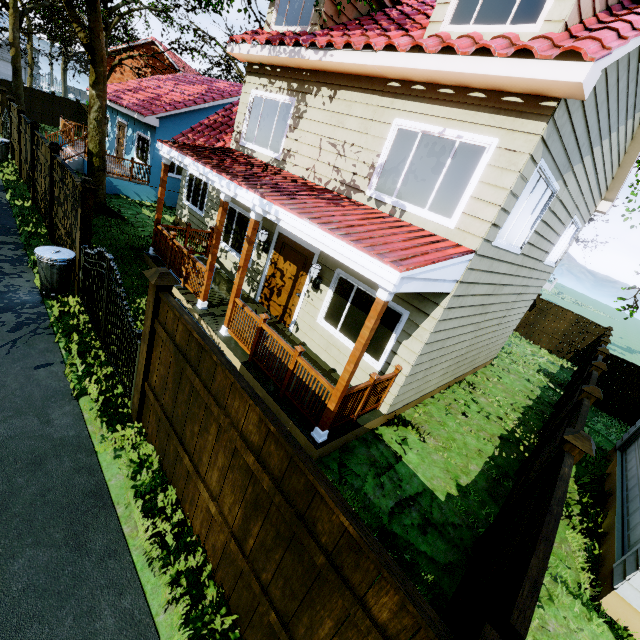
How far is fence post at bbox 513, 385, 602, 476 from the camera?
5.8 meters

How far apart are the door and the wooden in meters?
3.4

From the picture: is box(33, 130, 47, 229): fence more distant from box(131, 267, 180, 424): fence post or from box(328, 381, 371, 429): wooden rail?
box(328, 381, 371, 429): wooden rail

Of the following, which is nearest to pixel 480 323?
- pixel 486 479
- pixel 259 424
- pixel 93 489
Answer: pixel 486 479

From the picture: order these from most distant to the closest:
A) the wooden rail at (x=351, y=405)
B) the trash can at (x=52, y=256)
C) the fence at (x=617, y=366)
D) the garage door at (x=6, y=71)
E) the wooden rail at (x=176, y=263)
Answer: the garage door at (x=6, y=71) → the wooden rail at (x=176, y=263) → the fence at (x=617, y=366) → the trash can at (x=52, y=256) → the wooden rail at (x=351, y=405)

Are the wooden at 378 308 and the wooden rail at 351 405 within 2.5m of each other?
yes

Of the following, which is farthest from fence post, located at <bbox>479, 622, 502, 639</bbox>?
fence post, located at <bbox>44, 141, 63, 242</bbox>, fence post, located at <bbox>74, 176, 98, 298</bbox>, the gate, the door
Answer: fence post, located at <bbox>44, 141, 63, 242</bbox>

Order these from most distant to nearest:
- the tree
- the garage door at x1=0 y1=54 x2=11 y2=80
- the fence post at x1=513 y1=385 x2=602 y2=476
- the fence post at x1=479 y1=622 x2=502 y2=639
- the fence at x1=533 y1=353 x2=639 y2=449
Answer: the garage door at x1=0 y1=54 x2=11 y2=80, the tree, the fence at x1=533 y1=353 x2=639 y2=449, the fence post at x1=513 y1=385 x2=602 y2=476, the fence post at x1=479 y1=622 x2=502 y2=639
